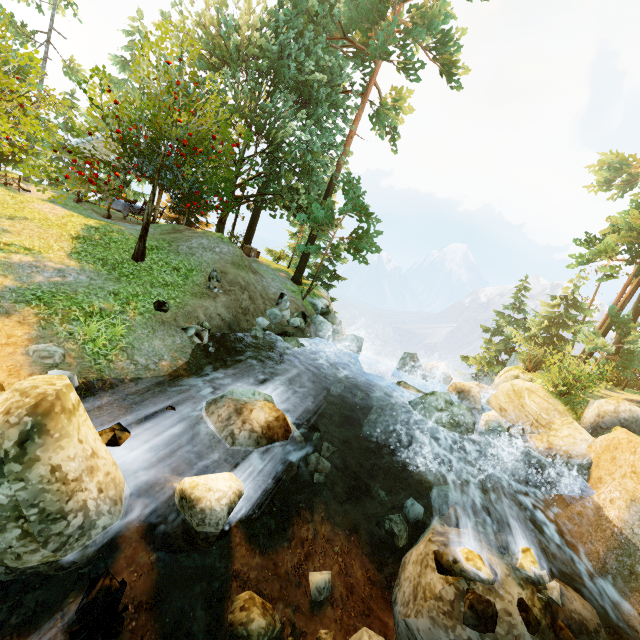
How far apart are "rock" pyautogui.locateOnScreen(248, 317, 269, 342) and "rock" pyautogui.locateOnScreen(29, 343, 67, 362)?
6.8m

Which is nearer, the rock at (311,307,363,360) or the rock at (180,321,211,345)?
the rock at (180,321,211,345)

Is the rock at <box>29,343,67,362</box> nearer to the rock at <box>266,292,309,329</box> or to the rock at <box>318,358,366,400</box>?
the rock at <box>266,292,309,329</box>

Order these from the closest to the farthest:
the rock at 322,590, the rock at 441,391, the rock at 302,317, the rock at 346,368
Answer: the rock at 322,590 → the rock at 441,391 → the rock at 346,368 → the rock at 302,317

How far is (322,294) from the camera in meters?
23.9

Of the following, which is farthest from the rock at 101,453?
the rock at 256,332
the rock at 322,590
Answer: the rock at 256,332

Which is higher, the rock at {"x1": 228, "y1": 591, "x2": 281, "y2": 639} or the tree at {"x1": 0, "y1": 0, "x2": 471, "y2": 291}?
the tree at {"x1": 0, "y1": 0, "x2": 471, "y2": 291}

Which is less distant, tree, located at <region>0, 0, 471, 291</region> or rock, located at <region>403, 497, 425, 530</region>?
rock, located at <region>403, 497, 425, 530</region>
